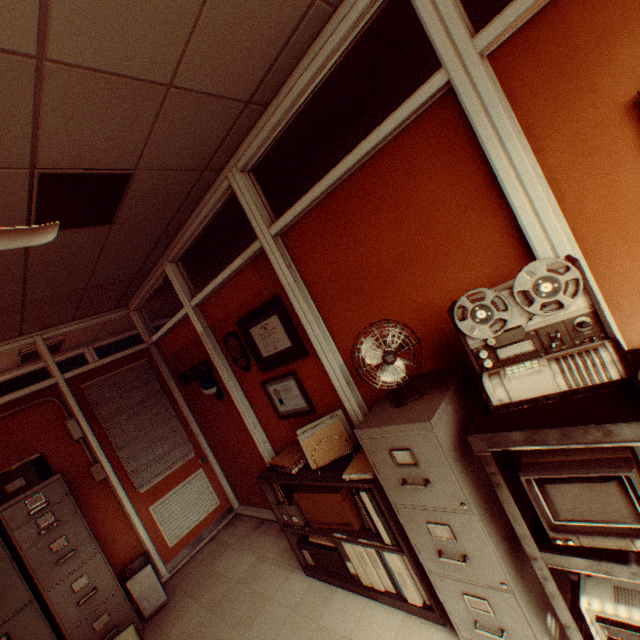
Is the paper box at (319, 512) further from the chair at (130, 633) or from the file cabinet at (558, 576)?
the chair at (130, 633)

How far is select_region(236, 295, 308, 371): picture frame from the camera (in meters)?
2.82

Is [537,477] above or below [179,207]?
below

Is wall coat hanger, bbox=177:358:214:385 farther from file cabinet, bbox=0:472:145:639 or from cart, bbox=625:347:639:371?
cart, bbox=625:347:639:371

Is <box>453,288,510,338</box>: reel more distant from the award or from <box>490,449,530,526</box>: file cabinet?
the award

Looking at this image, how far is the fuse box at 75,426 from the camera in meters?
3.9

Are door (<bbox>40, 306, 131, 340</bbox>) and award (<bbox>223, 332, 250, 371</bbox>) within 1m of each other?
no

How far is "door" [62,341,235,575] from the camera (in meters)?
4.15
